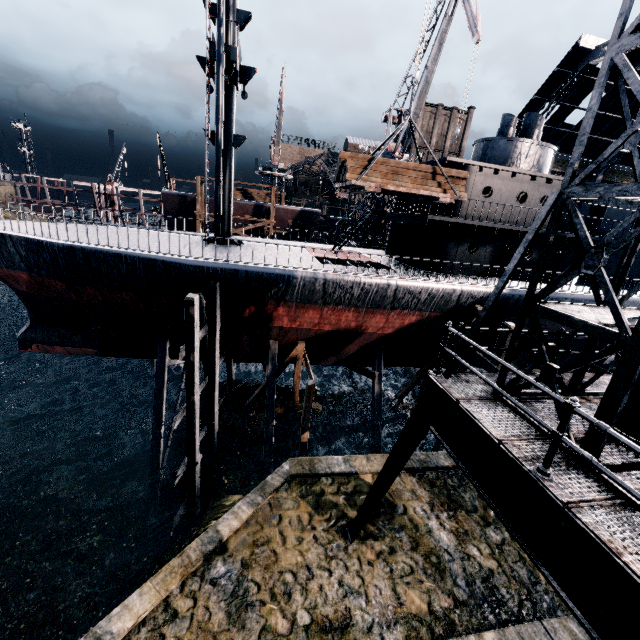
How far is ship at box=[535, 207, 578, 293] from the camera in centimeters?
1839cm

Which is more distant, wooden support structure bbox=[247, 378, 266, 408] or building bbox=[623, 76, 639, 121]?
building bbox=[623, 76, 639, 121]

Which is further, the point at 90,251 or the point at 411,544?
the point at 90,251

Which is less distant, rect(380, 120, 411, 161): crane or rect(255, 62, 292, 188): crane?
rect(380, 120, 411, 161): crane

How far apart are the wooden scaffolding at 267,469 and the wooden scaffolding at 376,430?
5.6 meters

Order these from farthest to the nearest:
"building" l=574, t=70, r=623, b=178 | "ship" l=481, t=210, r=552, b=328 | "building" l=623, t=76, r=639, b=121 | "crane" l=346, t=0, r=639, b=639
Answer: "building" l=574, t=70, r=623, b=178, "building" l=623, t=76, r=639, b=121, "ship" l=481, t=210, r=552, b=328, "crane" l=346, t=0, r=639, b=639

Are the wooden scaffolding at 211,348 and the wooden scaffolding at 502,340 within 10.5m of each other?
no

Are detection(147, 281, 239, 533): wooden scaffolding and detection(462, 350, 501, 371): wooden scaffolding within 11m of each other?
no
